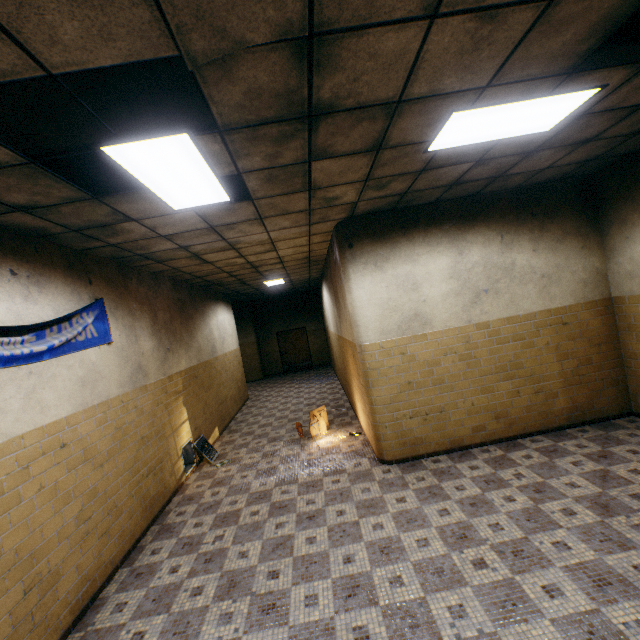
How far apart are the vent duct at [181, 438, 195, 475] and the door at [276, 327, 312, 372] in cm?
1055

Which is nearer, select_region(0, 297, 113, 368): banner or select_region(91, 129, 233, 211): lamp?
select_region(91, 129, 233, 211): lamp

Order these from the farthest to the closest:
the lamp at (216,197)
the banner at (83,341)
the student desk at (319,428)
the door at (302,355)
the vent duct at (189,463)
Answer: the door at (302,355) → the student desk at (319,428) → the vent duct at (189,463) → the banner at (83,341) → the lamp at (216,197)

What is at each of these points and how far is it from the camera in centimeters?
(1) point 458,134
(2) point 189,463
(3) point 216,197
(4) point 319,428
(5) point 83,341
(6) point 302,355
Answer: (1) lamp, 302cm
(2) vent duct, 651cm
(3) lamp, 341cm
(4) student desk, 677cm
(5) banner, 398cm
(6) door, 1712cm

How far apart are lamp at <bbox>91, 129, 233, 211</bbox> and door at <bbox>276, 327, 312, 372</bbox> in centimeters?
1364cm

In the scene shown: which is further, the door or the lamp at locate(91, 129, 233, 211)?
the door

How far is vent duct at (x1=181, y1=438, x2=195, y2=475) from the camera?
6.1m

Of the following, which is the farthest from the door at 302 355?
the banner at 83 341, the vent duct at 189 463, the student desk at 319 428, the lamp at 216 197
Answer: the lamp at 216 197
